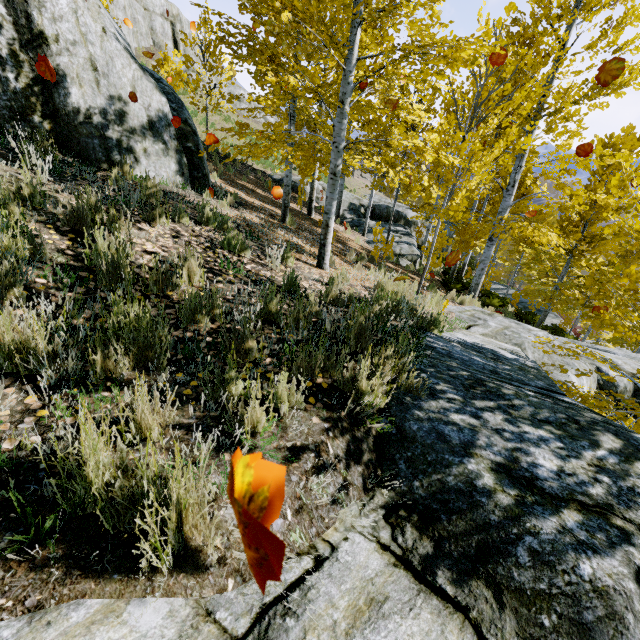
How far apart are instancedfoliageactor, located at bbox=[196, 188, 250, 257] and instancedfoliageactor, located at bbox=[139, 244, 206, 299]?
1.07m

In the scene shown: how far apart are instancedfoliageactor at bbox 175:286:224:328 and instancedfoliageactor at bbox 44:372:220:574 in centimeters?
137cm

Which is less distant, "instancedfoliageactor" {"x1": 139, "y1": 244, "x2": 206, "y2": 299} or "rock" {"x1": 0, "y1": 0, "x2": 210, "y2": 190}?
"instancedfoliageactor" {"x1": 139, "y1": 244, "x2": 206, "y2": 299}

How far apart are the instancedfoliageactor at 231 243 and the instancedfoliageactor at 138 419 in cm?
347

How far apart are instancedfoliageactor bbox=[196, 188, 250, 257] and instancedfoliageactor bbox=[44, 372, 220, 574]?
3.47m

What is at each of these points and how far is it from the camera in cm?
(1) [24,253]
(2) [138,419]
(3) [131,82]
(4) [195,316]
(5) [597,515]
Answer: (1) instancedfoliageactor, 262
(2) instancedfoliageactor, 167
(3) rock, 621
(4) instancedfoliageactor, 286
(5) rock, 196

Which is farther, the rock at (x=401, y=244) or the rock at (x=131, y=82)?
the rock at (x=401, y=244)

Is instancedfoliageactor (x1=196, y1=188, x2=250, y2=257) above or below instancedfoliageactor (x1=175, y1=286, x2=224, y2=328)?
above
